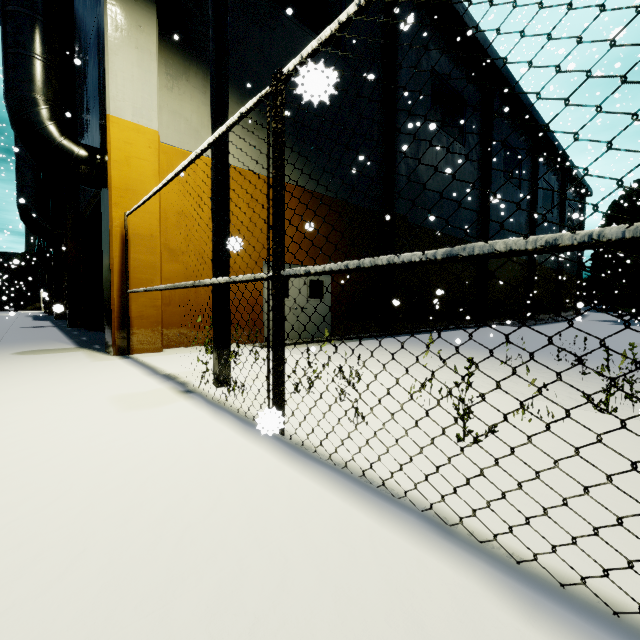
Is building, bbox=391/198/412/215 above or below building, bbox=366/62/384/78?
below

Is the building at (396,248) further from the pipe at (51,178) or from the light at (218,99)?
the light at (218,99)

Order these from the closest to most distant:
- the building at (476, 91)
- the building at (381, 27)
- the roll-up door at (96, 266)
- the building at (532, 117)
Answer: the roll-up door at (96, 266) → the building at (381, 27) → the building at (476, 91) → the building at (532, 117)

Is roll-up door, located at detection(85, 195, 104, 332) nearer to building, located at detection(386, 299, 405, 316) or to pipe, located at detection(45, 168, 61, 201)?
building, located at detection(386, 299, 405, 316)

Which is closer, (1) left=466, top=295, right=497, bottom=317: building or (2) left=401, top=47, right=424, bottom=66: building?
(2) left=401, top=47, right=424, bottom=66: building

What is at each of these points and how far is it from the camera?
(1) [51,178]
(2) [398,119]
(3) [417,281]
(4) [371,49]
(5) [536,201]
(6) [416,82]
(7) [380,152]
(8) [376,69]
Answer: (1) pipe, 19.39m
(2) building, 13.13m
(3) building, 15.53m
(4) building, 12.59m
(5) building, 26.47m
(6) building, 14.77m
(7) building, 13.22m
(8) building, 12.84m

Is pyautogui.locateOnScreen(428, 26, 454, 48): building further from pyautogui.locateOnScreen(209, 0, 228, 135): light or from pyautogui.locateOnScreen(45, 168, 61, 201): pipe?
pyautogui.locateOnScreen(209, 0, 228, 135): light

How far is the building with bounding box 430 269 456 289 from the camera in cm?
1663
